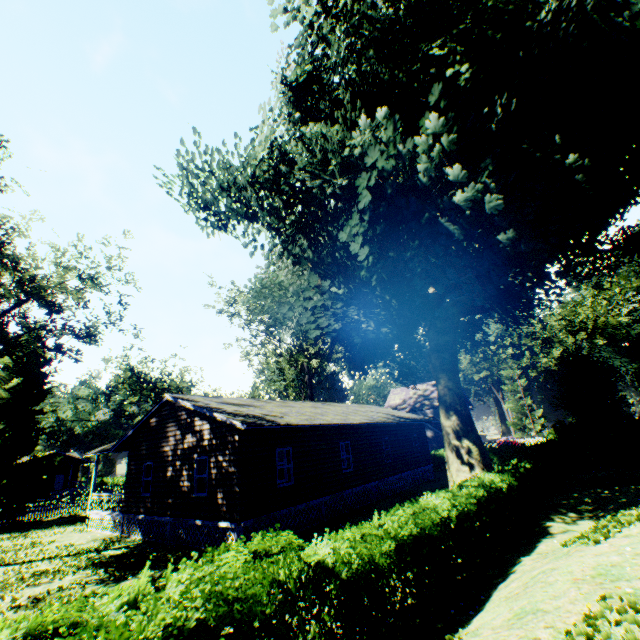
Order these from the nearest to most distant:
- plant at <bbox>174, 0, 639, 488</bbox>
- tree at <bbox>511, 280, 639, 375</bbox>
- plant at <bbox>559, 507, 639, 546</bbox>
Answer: plant at <bbox>559, 507, 639, 546</bbox> < plant at <bbox>174, 0, 639, 488</bbox> < tree at <bbox>511, 280, 639, 375</bbox>

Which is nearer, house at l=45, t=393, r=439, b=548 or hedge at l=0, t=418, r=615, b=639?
hedge at l=0, t=418, r=615, b=639

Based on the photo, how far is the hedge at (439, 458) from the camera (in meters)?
30.73

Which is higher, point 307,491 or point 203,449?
point 203,449

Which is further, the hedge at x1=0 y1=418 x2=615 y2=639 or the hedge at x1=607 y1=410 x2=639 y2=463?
the hedge at x1=607 y1=410 x2=639 y2=463

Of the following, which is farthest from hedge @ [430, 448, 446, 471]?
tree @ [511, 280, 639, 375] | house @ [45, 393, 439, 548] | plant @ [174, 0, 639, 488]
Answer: tree @ [511, 280, 639, 375]

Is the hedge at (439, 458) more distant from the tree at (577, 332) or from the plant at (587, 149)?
the tree at (577, 332)

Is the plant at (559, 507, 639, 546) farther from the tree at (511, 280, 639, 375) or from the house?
the tree at (511, 280, 639, 375)
